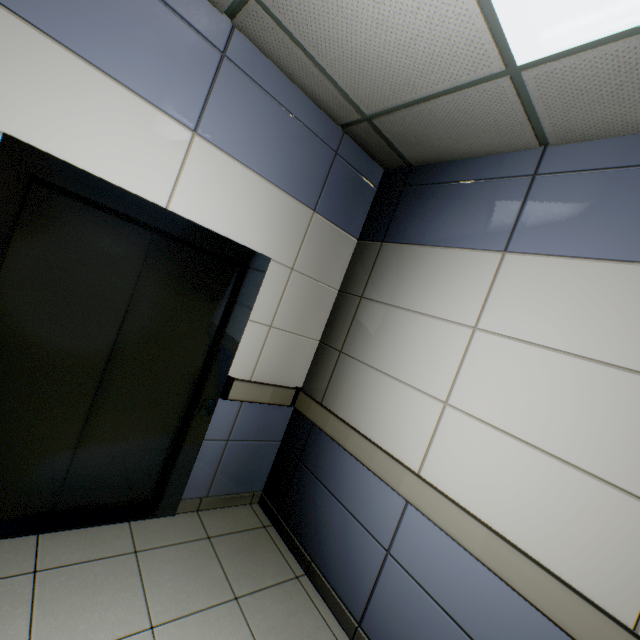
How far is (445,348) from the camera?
2.1 meters
